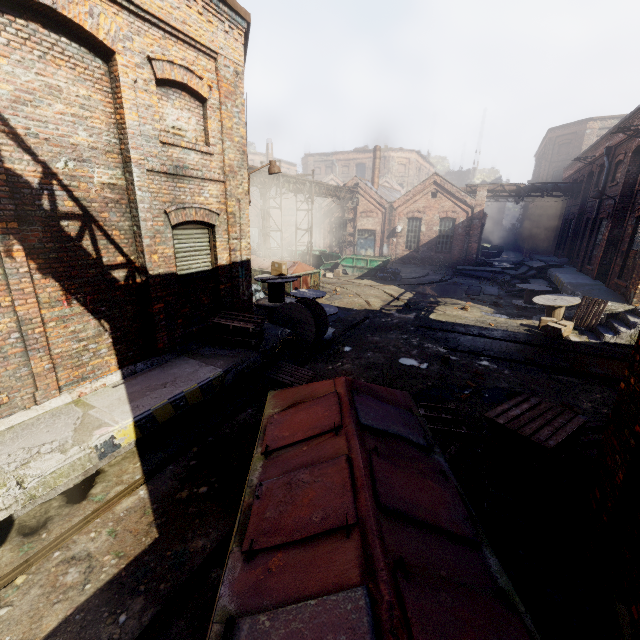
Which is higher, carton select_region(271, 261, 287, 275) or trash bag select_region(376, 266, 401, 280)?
carton select_region(271, 261, 287, 275)

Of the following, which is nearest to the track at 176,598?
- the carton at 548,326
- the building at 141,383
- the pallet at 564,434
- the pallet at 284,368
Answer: the pallet at 284,368

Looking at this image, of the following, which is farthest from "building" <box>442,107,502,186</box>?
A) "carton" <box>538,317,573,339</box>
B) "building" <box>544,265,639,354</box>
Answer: "carton" <box>538,317,573,339</box>

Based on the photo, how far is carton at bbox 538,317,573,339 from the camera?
11.23m

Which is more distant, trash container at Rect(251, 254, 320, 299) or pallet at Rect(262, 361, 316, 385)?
trash container at Rect(251, 254, 320, 299)

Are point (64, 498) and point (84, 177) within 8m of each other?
yes

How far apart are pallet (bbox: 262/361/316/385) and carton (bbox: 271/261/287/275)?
3.9 meters

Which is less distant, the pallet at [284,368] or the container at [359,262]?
the pallet at [284,368]
